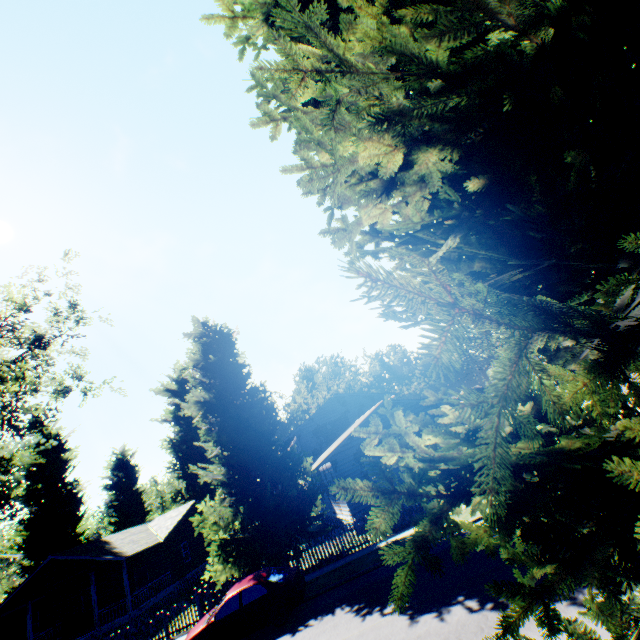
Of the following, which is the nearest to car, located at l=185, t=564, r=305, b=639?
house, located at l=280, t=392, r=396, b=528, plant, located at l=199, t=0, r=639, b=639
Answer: plant, located at l=199, t=0, r=639, b=639

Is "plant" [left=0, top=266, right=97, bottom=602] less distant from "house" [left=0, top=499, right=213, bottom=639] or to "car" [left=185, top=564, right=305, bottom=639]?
"house" [left=0, top=499, right=213, bottom=639]

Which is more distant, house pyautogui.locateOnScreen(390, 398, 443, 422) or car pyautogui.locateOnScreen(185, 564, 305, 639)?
house pyautogui.locateOnScreen(390, 398, 443, 422)

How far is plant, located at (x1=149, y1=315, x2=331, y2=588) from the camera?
15.9 meters

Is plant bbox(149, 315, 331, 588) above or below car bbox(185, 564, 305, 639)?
above

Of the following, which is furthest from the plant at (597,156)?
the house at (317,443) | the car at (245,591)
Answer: the car at (245,591)

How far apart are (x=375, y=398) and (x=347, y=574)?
21.1m

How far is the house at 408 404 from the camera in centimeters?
2322cm
